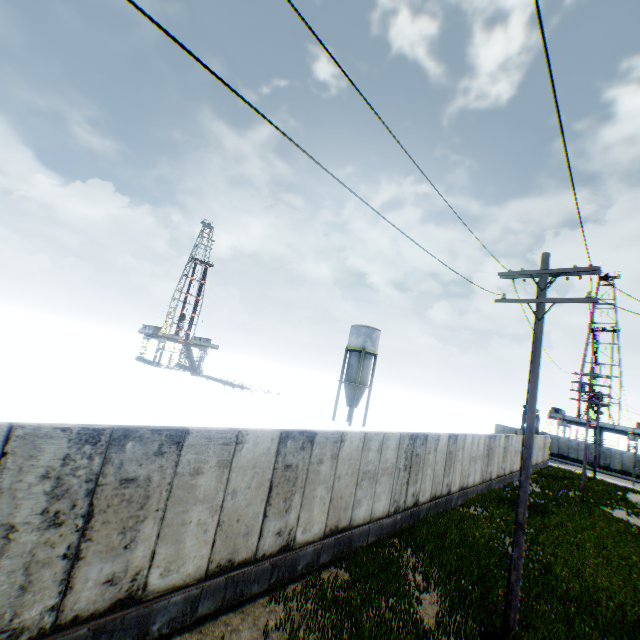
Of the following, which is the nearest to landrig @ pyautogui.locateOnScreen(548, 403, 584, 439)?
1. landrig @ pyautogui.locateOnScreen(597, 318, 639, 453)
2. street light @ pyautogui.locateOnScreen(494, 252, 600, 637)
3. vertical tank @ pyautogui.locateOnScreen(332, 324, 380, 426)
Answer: landrig @ pyautogui.locateOnScreen(597, 318, 639, 453)

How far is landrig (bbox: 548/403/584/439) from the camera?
56.6 meters

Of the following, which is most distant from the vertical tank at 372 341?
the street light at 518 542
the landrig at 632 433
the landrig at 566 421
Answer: the landrig at 632 433

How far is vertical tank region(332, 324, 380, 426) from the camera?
40.8m

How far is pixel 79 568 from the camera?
4.9m

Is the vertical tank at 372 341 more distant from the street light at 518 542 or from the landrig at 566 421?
the landrig at 566 421

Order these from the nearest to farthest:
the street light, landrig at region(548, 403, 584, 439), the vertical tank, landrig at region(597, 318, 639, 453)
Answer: the street light, the vertical tank, landrig at region(597, 318, 639, 453), landrig at region(548, 403, 584, 439)

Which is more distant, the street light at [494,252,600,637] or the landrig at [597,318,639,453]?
the landrig at [597,318,639,453]
